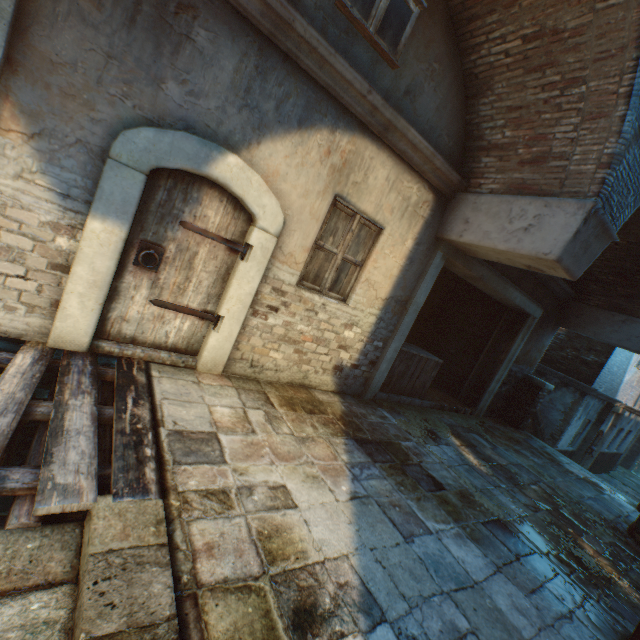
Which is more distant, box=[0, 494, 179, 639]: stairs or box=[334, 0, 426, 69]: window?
box=[334, 0, 426, 69]: window

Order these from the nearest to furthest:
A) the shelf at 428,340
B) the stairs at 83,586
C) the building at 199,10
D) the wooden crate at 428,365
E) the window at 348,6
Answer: the stairs at 83,586, the building at 199,10, the window at 348,6, the wooden crate at 428,365, the shelf at 428,340

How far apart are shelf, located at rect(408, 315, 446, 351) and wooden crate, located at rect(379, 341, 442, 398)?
1.5 meters

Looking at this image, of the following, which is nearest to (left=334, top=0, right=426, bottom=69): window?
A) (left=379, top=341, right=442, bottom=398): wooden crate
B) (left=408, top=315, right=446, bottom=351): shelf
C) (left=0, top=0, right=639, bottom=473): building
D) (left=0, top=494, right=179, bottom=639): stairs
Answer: A: (left=0, top=0, right=639, bottom=473): building

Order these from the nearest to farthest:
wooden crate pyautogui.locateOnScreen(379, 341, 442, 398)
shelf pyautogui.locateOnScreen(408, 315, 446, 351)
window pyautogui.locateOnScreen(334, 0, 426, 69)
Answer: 1. window pyautogui.locateOnScreen(334, 0, 426, 69)
2. wooden crate pyautogui.locateOnScreen(379, 341, 442, 398)
3. shelf pyautogui.locateOnScreen(408, 315, 446, 351)

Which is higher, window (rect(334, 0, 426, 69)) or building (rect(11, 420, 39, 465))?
window (rect(334, 0, 426, 69))

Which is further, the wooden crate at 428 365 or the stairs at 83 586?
the wooden crate at 428 365

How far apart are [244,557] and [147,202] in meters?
3.3 m
